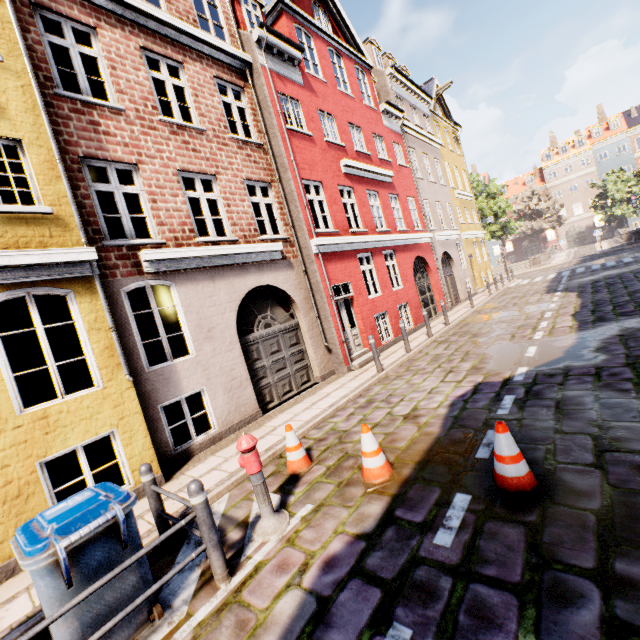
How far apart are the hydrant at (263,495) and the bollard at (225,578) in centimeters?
45cm

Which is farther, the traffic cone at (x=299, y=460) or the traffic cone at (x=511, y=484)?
the traffic cone at (x=299, y=460)

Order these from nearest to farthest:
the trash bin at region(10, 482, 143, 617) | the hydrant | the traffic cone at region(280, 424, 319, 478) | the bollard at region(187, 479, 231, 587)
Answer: the trash bin at region(10, 482, 143, 617)
the bollard at region(187, 479, 231, 587)
the hydrant
the traffic cone at region(280, 424, 319, 478)

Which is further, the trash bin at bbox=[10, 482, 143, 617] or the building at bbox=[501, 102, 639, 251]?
the building at bbox=[501, 102, 639, 251]

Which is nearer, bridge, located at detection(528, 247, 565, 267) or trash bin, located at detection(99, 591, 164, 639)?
trash bin, located at detection(99, 591, 164, 639)

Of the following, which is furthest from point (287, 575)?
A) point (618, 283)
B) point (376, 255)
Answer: point (618, 283)

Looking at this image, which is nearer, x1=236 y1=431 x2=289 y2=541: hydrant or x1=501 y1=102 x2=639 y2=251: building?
x1=236 y1=431 x2=289 y2=541: hydrant

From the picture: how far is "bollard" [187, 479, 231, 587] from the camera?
3.25m
